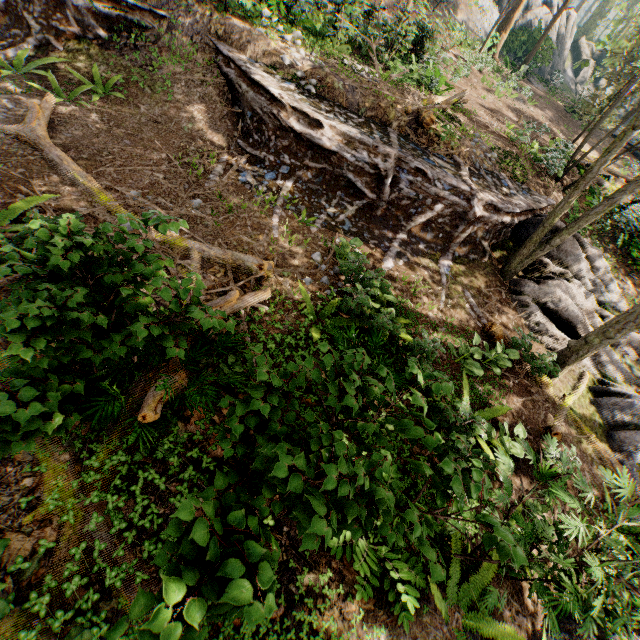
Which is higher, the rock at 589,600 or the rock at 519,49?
the rock at 519,49

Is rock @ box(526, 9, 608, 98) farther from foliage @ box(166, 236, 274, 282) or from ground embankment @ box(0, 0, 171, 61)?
ground embankment @ box(0, 0, 171, 61)

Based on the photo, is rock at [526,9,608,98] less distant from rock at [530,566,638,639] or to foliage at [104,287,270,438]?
foliage at [104,287,270,438]

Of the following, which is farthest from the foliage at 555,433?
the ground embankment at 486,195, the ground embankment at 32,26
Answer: the ground embankment at 32,26

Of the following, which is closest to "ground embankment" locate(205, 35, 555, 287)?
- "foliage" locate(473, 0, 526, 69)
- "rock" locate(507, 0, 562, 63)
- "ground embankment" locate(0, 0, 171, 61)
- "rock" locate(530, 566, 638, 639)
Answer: "foliage" locate(473, 0, 526, 69)

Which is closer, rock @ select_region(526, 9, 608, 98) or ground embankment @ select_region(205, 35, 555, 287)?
ground embankment @ select_region(205, 35, 555, 287)

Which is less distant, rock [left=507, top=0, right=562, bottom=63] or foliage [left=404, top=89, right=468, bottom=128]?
foliage [left=404, top=89, right=468, bottom=128]

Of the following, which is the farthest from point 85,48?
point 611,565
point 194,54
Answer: point 611,565
